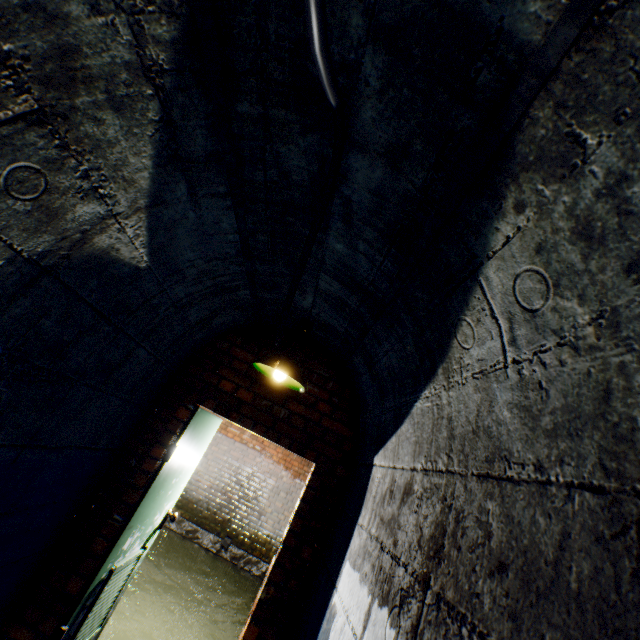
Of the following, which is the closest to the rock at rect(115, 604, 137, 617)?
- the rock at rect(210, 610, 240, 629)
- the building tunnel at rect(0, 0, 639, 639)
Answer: the building tunnel at rect(0, 0, 639, 639)

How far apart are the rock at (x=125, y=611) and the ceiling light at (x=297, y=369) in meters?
4.1 m

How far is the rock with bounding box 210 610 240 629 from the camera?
4.6 meters

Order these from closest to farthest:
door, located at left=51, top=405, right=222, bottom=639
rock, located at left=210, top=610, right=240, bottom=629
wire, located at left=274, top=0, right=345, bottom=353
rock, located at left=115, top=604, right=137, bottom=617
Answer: wire, located at left=274, top=0, right=345, bottom=353 → door, located at left=51, top=405, right=222, bottom=639 → rock, located at left=115, top=604, right=137, bottom=617 → rock, located at left=210, top=610, right=240, bottom=629

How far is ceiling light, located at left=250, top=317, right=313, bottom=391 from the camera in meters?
2.3 m

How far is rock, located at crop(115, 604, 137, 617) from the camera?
4.1m

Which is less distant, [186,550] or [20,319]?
[20,319]

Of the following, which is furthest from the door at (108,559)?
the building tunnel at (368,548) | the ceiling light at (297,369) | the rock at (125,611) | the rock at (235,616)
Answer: the rock at (235,616)
